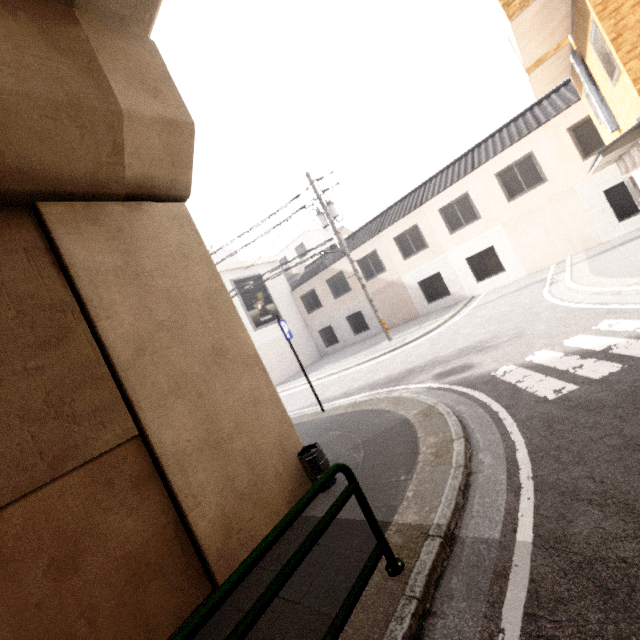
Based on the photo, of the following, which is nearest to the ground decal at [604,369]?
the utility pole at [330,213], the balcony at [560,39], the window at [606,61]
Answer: the window at [606,61]

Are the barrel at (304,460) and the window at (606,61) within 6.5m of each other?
no

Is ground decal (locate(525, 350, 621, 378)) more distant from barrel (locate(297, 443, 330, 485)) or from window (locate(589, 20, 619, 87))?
window (locate(589, 20, 619, 87))

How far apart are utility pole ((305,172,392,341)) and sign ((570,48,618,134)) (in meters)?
9.53

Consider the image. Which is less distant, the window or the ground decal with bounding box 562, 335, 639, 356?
the ground decal with bounding box 562, 335, 639, 356

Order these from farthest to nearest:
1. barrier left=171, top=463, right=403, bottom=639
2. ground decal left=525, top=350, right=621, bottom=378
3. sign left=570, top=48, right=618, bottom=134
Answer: sign left=570, top=48, right=618, bottom=134 < ground decal left=525, top=350, right=621, bottom=378 < barrier left=171, top=463, right=403, bottom=639

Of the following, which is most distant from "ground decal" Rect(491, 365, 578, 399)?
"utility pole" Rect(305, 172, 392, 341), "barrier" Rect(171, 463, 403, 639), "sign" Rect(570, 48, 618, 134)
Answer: "utility pole" Rect(305, 172, 392, 341)

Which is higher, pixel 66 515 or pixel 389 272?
pixel 389 272
